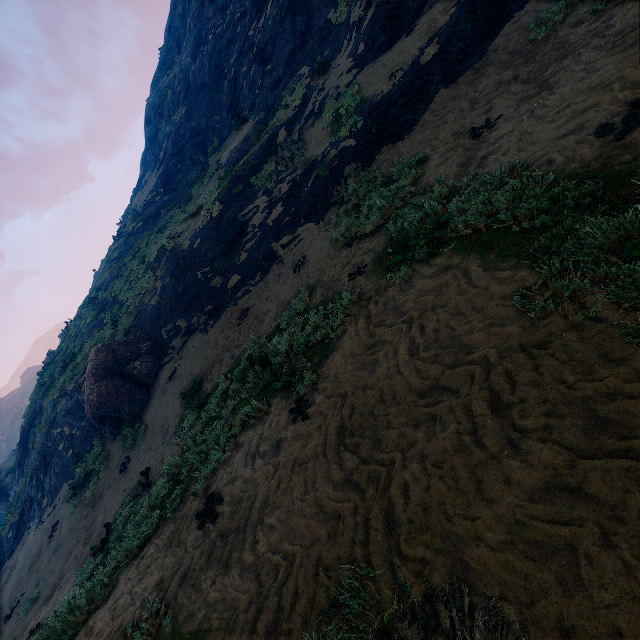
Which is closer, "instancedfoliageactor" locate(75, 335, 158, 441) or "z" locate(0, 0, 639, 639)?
"z" locate(0, 0, 639, 639)

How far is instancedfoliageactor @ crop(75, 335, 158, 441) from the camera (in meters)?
12.80

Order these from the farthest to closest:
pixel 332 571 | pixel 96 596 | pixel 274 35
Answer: pixel 274 35 → pixel 96 596 → pixel 332 571

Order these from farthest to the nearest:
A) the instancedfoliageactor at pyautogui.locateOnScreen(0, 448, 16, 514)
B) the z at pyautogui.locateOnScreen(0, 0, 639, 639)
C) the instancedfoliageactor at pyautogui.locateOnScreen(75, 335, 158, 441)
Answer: the instancedfoliageactor at pyautogui.locateOnScreen(0, 448, 16, 514)
the instancedfoliageactor at pyautogui.locateOnScreen(75, 335, 158, 441)
the z at pyautogui.locateOnScreen(0, 0, 639, 639)

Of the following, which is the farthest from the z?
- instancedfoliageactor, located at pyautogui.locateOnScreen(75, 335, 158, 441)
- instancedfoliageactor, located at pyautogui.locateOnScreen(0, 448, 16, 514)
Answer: instancedfoliageactor, located at pyautogui.locateOnScreen(0, 448, 16, 514)

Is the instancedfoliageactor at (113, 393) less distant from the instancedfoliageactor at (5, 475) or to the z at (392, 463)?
the z at (392, 463)

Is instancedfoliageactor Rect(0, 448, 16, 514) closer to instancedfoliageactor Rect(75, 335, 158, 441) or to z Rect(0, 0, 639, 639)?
z Rect(0, 0, 639, 639)

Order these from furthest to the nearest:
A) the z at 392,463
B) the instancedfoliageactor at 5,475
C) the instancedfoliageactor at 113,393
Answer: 1. the instancedfoliageactor at 5,475
2. the instancedfoliageactor at 113,393
3. the z at 392,463
